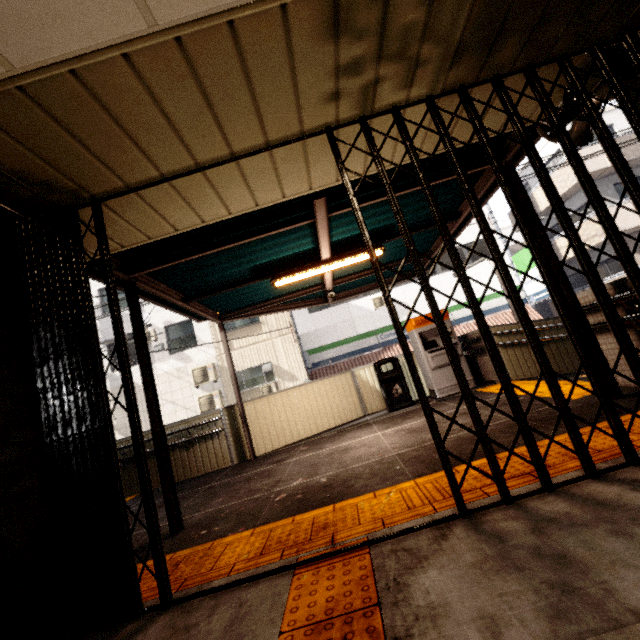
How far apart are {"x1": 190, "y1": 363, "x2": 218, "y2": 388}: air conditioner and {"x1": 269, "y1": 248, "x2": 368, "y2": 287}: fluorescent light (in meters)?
10.97

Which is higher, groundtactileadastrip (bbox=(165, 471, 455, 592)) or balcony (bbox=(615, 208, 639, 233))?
balcony (bbox=(615, 208, 639, 233))

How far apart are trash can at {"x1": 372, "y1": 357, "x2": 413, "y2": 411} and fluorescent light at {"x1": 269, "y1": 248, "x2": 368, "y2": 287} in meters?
2.8

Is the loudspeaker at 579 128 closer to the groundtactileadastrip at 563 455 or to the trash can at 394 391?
the groundtactileadastrip at 563 455

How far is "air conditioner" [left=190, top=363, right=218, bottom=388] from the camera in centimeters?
1516cm

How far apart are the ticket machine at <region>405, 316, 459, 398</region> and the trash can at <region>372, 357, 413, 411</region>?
0.5 meters

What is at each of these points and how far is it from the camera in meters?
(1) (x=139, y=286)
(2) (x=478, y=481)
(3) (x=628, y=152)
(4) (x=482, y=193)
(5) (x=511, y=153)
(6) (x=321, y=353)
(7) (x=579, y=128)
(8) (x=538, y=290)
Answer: (1) exterior awning, 4.3
(2) groundtactileadastrip, 2.5
(3) balcony, 14.5
(4) exterior awning, 4.7
(5) exterior awning, 3.8
(6) sign, 16.5
(7) loudspeaker, 3.2
(8) sign, 15.2

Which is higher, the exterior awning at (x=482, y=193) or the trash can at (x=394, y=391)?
the exterior awning at (x=482, y=193)
